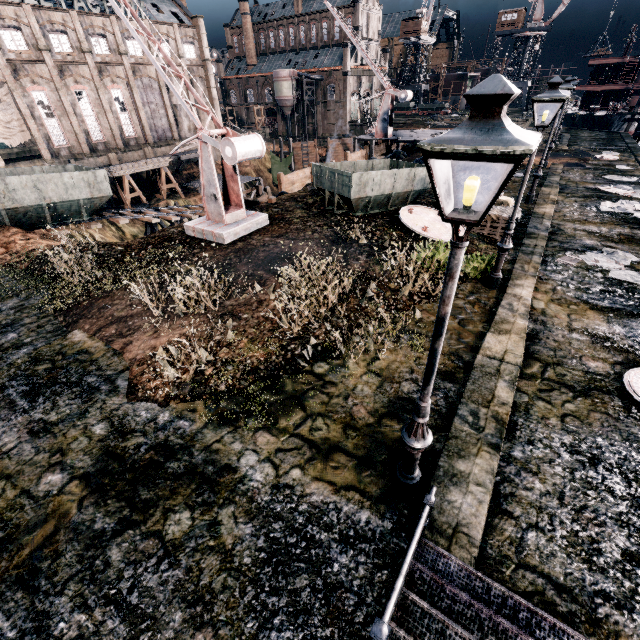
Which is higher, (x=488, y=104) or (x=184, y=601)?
(x=488, y=104)

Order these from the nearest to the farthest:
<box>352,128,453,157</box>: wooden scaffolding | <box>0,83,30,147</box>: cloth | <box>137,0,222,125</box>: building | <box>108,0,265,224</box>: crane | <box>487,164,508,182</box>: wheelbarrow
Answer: <box>108,0,265,224</box>: crane, <box>487,164,508,182</box>: wheelbarrow, <box>0,83,30,147</box>: cloth, <box>352,128,453,157</box>: wooden scaffolding, <box>137,0,222,125</box>: building

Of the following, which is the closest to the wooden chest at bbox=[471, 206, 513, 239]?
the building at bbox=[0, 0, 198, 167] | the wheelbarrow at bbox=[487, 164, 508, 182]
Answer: the wheelbarrow at bbox=[487, 164, 508, 182]

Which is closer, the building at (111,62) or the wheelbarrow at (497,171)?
the wheelbarrow at (497,171)

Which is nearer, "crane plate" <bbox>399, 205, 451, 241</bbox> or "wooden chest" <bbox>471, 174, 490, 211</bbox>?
"crane plate" <bbox>399, 205, 451, 241</bbox>

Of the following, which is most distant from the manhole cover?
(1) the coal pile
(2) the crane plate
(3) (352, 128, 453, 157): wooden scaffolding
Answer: (3) (352, 128, 453, 157): wooden scaffolding

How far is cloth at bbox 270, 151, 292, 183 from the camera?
53.9 meters

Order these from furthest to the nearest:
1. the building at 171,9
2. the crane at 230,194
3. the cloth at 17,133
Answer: the building at 171,9 < the cloth at 17,133 < the crane at 230,194
